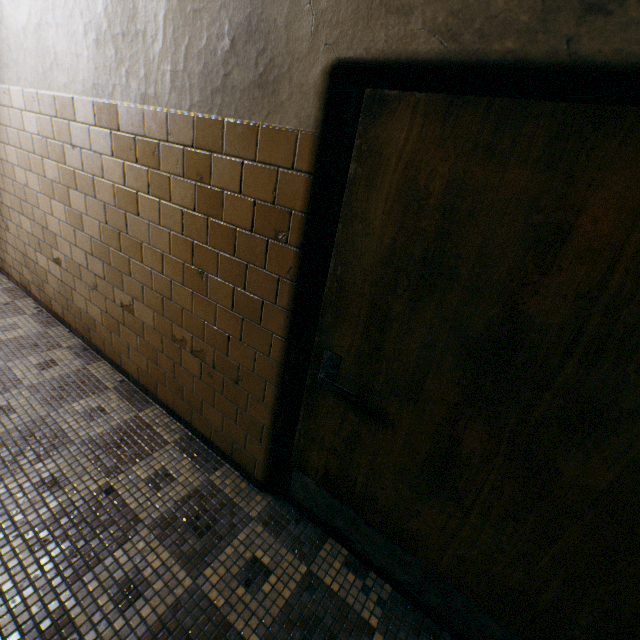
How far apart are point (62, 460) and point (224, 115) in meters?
2.2 m
